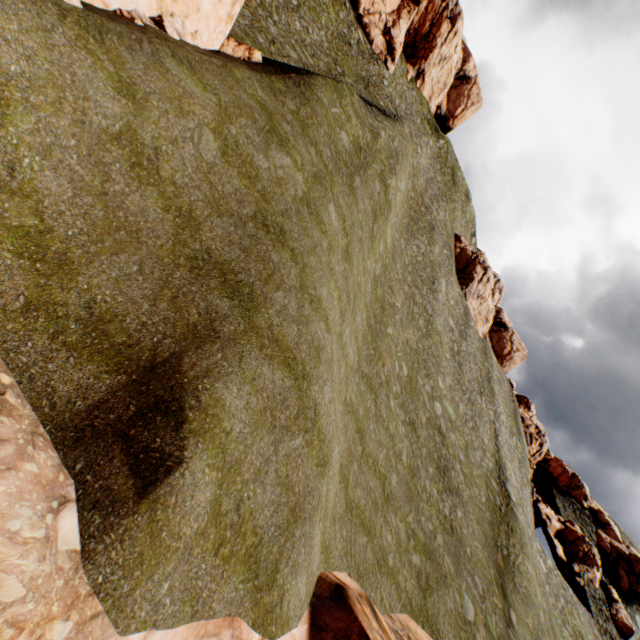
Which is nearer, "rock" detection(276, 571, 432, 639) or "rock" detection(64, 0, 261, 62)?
"rock" detection(276, 571, 432, 639)

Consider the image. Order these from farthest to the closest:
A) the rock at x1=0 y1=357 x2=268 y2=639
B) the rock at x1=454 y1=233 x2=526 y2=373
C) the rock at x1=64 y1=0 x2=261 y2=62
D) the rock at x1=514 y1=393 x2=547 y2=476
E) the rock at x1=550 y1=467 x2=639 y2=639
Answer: the rock at x1=454 y1=233 x2=526 y2=373 → the rock at x1=514 y1=393 x2=547 y2=476 → the rock at x1=550 y1=467 x2=639 y2=639 → the rock at x1=64 y1=0 x2=261 y2=62 → the rock at x1=0 y1=357 x2=268 y2=639

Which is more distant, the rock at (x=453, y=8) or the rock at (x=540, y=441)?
the rock at (x=540, y=441)

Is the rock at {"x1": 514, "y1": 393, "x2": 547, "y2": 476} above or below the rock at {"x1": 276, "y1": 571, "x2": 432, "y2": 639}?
above

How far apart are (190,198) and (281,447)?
7.9 meters

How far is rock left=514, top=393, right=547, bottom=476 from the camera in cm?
4971

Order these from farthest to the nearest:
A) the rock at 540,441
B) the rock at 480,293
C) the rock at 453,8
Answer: the rock at 480,293, the rock at 540,441, the rock at 453,8
